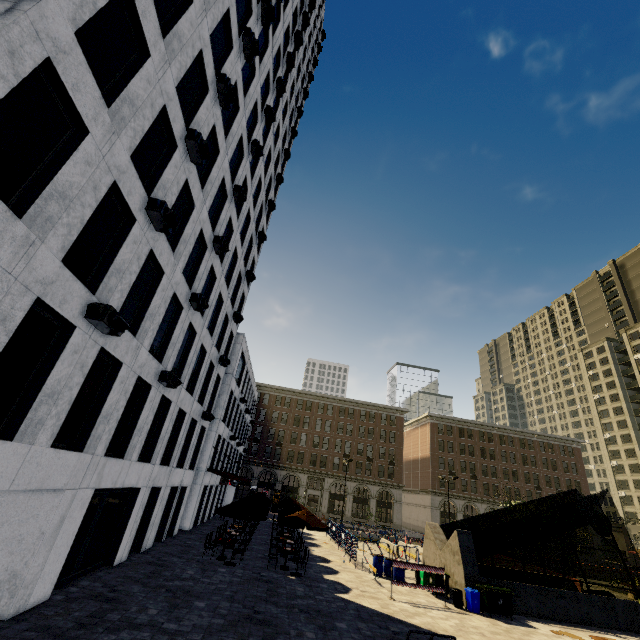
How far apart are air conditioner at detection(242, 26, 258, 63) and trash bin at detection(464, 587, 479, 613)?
28.9m

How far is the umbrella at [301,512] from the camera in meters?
16.8 m

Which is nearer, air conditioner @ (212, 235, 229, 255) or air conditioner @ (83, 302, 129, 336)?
air conditioner @ (83, 302, 129, 336)

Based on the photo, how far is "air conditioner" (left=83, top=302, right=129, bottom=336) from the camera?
8.31m

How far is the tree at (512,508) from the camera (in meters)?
→ 27.95

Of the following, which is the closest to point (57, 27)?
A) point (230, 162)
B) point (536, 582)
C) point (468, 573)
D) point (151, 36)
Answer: point (151, 36)

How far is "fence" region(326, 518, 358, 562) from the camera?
21.8 meters

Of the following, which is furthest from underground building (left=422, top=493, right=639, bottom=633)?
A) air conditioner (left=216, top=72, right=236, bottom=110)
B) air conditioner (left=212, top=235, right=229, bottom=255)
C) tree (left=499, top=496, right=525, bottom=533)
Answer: air conditioner (left=216, top=72, right=236, bottom=110)
